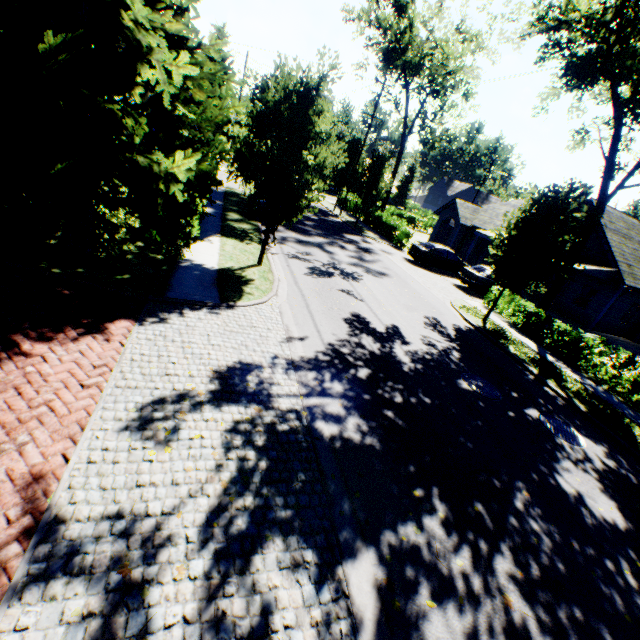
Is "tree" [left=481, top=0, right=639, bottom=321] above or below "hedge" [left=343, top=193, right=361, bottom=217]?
above

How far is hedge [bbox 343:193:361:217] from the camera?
35.44m

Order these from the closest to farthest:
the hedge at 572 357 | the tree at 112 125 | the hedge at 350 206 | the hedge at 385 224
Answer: the tree at 112 125
the hedge at 572 357
the hedge at 385 224
the hedge at 350 206

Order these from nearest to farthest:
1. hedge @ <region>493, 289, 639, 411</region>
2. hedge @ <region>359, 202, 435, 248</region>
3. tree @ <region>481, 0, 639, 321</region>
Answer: tree @ <region>481, 0, 639, 321</region> < hedge @ <region>493, 289, 639, 411</region> < hedge @ <region>359, 202, 435, 248</region>

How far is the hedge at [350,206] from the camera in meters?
35.4 m

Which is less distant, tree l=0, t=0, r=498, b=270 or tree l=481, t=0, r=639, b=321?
tree l=0, t=0, r=498, b=270

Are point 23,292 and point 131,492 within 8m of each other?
yes

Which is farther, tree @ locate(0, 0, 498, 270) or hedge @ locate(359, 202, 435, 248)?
hedge @ locate(359, 202, 435, 248)
